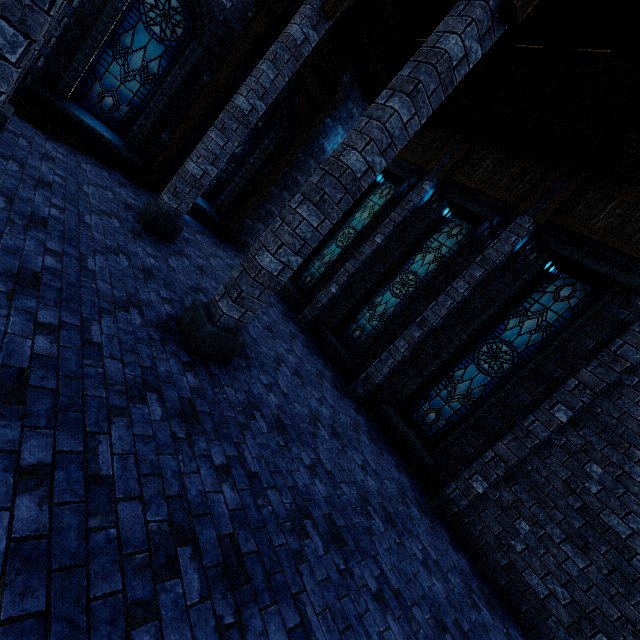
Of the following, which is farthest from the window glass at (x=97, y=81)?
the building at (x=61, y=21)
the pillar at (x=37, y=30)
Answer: the pillar at (x=37, y=30)

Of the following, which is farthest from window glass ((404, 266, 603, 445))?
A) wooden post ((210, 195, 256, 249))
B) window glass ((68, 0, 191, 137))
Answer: window glass ((68, 0, 191, 137))

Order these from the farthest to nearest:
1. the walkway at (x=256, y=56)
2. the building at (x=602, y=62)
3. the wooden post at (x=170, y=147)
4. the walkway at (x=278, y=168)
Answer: Answer:
the walkway at (x=278, y=168)
the wooden post at (x=170, y=147)
the walkway at (x=256, y=56)
the building at (x=602, y=62)

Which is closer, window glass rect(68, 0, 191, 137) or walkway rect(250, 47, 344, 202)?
window glass rect(68, 0, 191, 137)

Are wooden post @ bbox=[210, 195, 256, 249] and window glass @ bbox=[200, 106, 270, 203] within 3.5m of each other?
yes

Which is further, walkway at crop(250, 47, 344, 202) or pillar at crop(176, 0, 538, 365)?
walkway at crop(250, 47, 344, 202)

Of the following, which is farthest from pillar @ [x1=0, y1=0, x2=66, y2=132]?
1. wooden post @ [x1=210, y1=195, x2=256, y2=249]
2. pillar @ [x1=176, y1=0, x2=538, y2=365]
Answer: wooden post @ [x1=210, y1=195, x2=256, y2=249]

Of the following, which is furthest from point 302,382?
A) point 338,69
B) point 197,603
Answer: point 338,69
